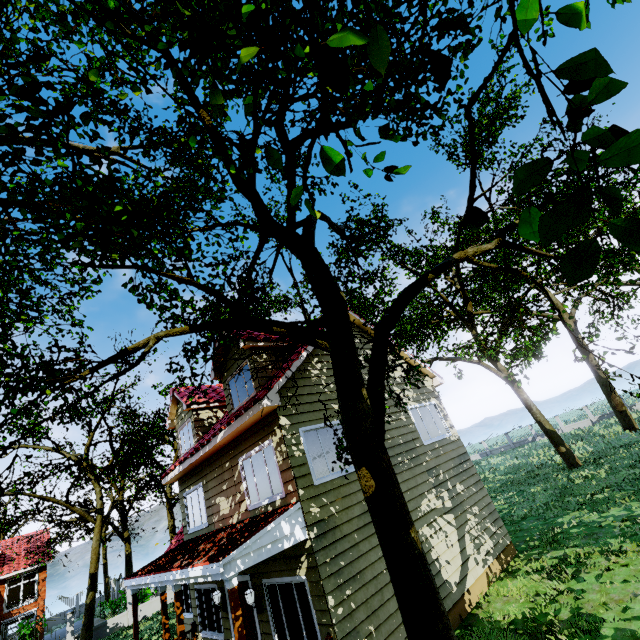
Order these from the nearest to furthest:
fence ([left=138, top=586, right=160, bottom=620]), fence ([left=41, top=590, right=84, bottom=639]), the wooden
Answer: the wooden, fence ([left=41, top=590, right=84, bottom=639]), fence ([left=138, top=586, right=160, bottom=620])

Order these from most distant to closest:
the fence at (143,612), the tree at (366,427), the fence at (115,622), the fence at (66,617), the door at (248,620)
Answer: the fence at (143,612) → the fence at (115,622) → the fence at (66,617) → the door at (248,620) → the tree at (366,427)

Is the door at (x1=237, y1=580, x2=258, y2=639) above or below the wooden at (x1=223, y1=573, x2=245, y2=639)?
below

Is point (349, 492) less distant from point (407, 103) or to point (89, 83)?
point (407, 103)

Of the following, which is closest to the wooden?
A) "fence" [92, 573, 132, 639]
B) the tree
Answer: the tree

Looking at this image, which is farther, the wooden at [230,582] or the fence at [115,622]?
the fence at [115,622]

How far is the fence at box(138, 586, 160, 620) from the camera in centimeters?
2222cm

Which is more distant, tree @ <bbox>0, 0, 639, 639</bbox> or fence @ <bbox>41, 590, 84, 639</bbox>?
fence @ <bbox>41, 590, 84, 639</bbox>
